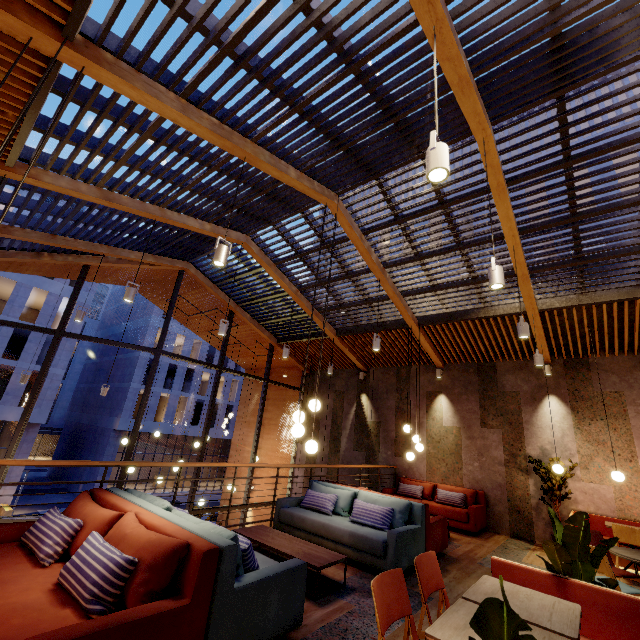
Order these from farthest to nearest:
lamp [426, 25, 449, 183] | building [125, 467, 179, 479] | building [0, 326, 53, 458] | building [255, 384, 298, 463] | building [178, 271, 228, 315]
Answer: building [125, 467, 179, 479]
building [0, 326, 53, 458]
building [255, 384, 298, 463]
building [178, 271, 228, 315]
lamp [426, 25, 449, 183]

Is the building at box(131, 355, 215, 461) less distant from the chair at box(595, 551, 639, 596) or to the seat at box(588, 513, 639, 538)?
the seat at box(588, 513, 639, 538)

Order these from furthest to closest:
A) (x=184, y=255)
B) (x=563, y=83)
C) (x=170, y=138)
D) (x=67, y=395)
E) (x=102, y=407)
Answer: (x=67, y=395)
(x=102, y=407)
(x=184, y=255)
(x=170, y=138)
(x=563, y=83)

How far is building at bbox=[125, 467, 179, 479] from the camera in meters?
32.6 m

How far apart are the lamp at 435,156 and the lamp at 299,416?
3.13m

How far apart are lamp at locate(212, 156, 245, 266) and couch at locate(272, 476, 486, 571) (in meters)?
4.20

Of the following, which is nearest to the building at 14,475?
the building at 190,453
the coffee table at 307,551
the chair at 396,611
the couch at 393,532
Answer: the building at 190,453

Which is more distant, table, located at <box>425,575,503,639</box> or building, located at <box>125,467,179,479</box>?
building, located at <box>125,467,179,479</box>
